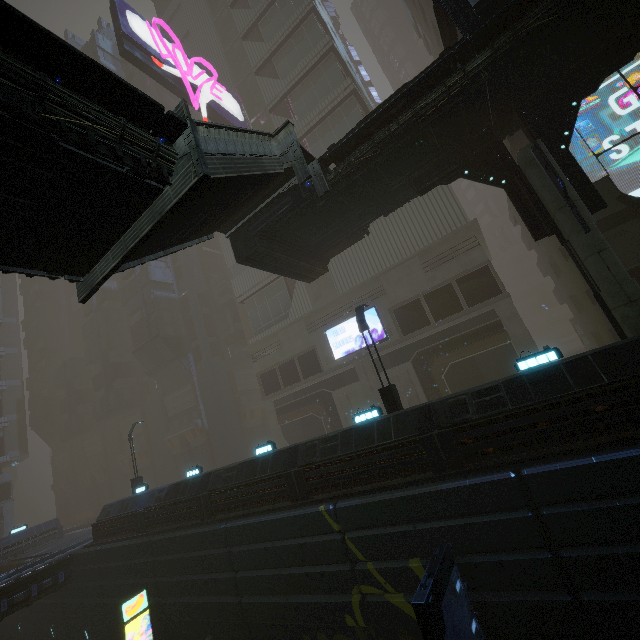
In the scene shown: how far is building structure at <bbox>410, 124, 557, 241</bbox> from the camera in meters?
11.7

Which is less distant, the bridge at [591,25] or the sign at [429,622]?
the sign at [429,622]

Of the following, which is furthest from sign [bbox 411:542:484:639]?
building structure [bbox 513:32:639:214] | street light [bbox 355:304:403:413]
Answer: building structure [bbox 513:32:639:214]

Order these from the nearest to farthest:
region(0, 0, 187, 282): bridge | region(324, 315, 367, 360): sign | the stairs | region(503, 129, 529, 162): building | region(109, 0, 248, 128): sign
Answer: region(0, 0, 187, 282): bridge, the stairs, region(503, 129, 529, 162): building, region(109, 0, 248, 128): sign, region(324, 315, 367, 360): sign

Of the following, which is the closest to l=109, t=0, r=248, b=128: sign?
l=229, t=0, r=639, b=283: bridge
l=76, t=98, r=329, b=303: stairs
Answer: l=229, t=0, r=639, b=283: bridge

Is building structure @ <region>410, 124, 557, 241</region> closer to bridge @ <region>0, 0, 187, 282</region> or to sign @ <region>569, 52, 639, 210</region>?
bridge @ <region>0, 0, 187, 282</region>

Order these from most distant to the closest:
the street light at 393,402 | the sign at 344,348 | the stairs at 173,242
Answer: the sign at 344,348
the street light at 393,402
the stairs at 173,242

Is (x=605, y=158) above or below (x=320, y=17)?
below
